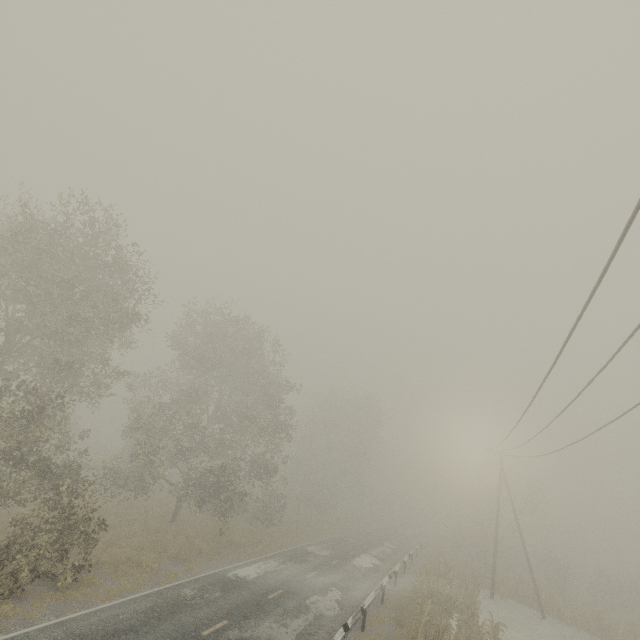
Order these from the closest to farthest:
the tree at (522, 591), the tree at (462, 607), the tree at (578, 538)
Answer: the tree at (462, 607), the tree at (578, 538), the tree at (522, 591)

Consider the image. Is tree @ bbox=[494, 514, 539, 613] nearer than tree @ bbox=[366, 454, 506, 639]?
No

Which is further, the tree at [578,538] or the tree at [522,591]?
the tree at [522,591]

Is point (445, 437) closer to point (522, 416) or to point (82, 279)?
point (522, 416)

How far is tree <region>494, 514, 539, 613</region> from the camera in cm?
2834

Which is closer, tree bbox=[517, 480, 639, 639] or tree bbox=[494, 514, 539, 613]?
tree bbox=[517, 480, 639, 639]

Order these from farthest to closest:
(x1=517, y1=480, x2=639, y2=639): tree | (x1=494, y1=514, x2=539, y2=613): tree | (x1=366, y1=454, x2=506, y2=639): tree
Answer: (x1=494, y1=514, x2=539, y2=613): tree, (x1=517, y1=480, x2=639, y2=639): tree, (x1=366, y1=454, x2=506, y2=639): tree
